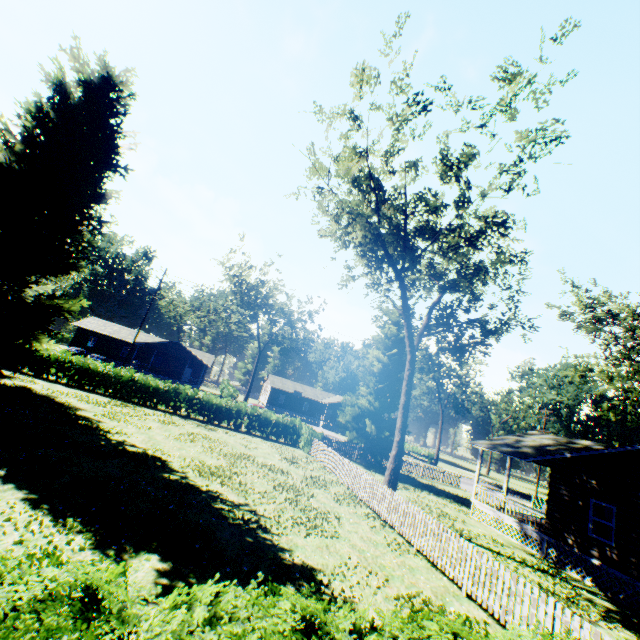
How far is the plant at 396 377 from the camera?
29.02m

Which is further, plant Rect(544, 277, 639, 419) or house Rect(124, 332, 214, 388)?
house Rect(124, 332, 214, 388)

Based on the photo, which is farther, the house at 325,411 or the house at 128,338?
the house at 325,411

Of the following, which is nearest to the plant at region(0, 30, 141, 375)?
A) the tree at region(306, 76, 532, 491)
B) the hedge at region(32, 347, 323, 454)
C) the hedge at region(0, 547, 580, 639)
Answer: the tree at region(306, 76, 532, 491)

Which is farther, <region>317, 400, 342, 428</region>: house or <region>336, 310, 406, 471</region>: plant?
<region>317, 400, 342, 428</region>: house

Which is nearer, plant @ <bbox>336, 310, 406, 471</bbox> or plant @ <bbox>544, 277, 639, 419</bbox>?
plant @ <bbox>336, 310, 406, 471</bbox>

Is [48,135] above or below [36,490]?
above

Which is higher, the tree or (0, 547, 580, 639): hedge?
the tree
